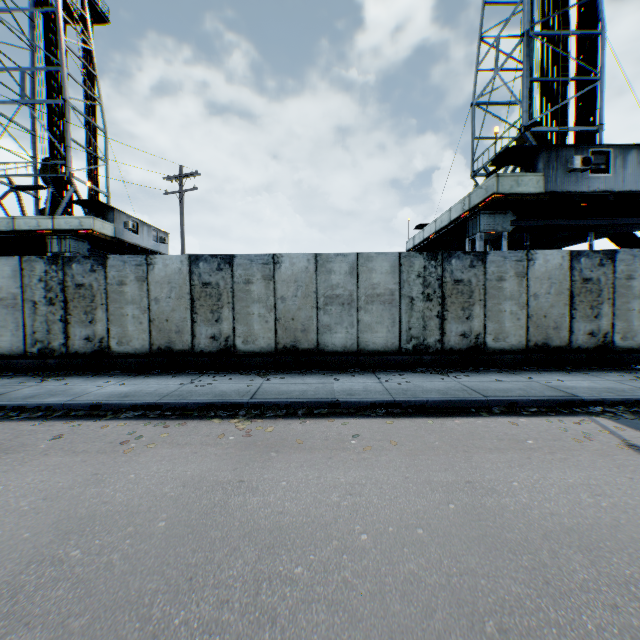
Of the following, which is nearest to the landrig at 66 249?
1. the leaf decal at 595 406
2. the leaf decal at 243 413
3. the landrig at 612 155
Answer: the leaf decal at 243 413

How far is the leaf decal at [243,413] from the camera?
6.0m

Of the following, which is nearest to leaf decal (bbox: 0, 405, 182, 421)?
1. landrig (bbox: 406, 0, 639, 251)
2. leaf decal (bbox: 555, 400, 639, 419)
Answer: leaf decal (bbox: 555, 400, 639, 419)

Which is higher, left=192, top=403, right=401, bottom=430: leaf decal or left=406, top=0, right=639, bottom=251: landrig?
left=406, top=0, right=639, bottom=251: landrig

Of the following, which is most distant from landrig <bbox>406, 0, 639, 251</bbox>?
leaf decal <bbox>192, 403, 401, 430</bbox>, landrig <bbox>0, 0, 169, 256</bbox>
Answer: landrig <bbox>0, 0, 169, 256</bbox>

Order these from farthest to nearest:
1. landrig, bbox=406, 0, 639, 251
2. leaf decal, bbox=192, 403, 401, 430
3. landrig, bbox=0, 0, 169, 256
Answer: landrig, bbox=0, 0, 169, 256 < landrig, bbox=406, 0, 639, 251 < leaf decal, bbox=192, 403, 401, 430

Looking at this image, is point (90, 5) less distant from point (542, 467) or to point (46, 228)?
point (46, 228)

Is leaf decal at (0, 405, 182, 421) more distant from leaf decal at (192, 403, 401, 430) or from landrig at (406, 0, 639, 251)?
landrig at (406, 0, 639, 251)
